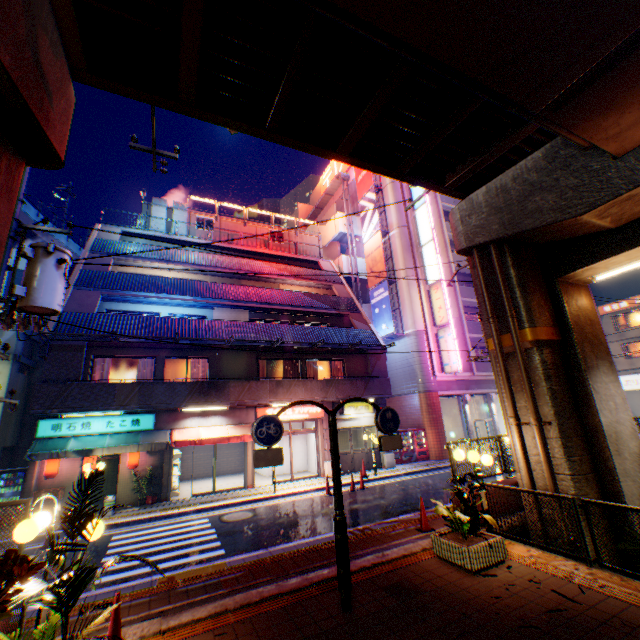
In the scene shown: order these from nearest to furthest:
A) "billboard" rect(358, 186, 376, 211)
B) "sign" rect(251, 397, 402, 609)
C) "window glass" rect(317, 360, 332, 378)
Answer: "sign" rect(251, 397, 402, 609) < "window glass" rect(317, 360, 332, 378) < "billboard" rect(358, 186, 376, 211)

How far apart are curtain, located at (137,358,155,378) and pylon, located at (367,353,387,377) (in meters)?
12.09

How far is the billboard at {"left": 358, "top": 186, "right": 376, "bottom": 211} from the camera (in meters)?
28.37

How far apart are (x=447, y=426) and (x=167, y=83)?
33.78m

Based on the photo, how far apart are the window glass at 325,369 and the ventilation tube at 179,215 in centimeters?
1440cm

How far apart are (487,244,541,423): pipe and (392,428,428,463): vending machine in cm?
1396

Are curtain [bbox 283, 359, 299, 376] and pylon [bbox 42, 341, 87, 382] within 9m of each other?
no

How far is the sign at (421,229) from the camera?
24.9 meters
